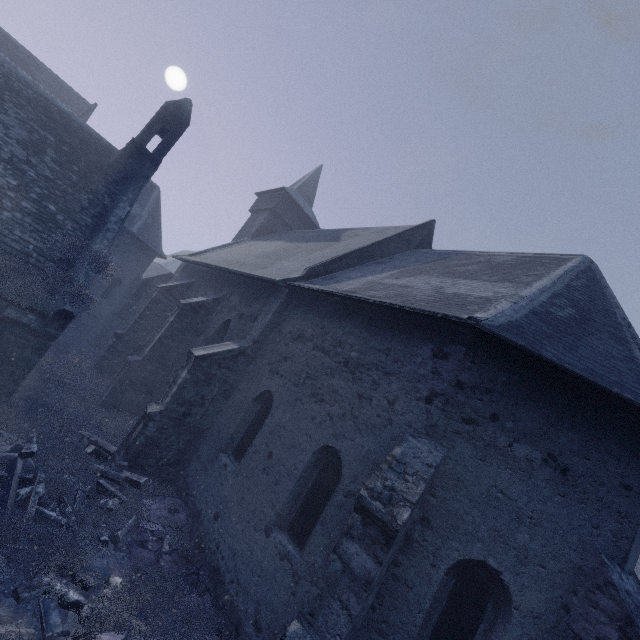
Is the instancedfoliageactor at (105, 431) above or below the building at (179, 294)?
below

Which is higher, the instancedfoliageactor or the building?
the building

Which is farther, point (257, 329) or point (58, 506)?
point (257, 329)
